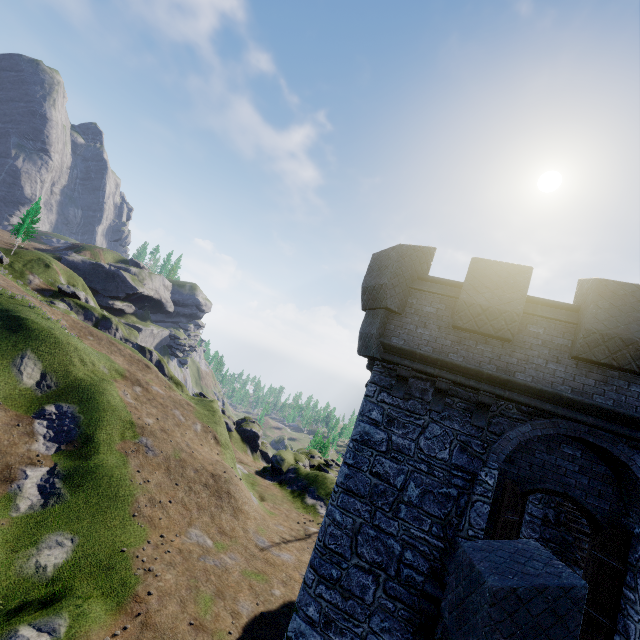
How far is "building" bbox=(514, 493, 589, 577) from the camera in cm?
1070

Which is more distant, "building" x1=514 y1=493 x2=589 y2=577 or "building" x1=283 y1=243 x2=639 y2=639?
"building" x1=514 y1=493 x2=589 y2=577

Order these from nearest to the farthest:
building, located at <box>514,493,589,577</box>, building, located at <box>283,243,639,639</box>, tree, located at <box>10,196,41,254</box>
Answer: building, located at <box>283,243,639,639</box>, building, located at <box>514,493,589,577</box>, tree, located at <box>10,196,41,254</box>

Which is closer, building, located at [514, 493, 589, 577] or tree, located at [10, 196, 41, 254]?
building, located at [514, 493, 589, 577]

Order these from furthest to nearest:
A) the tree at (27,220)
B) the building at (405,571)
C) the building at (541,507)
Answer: the tree at (27,220) < the building at (541,507) < the building at (405,571)

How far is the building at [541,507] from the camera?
10.7m

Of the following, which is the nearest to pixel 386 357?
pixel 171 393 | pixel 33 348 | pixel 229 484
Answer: pixel 229 484
